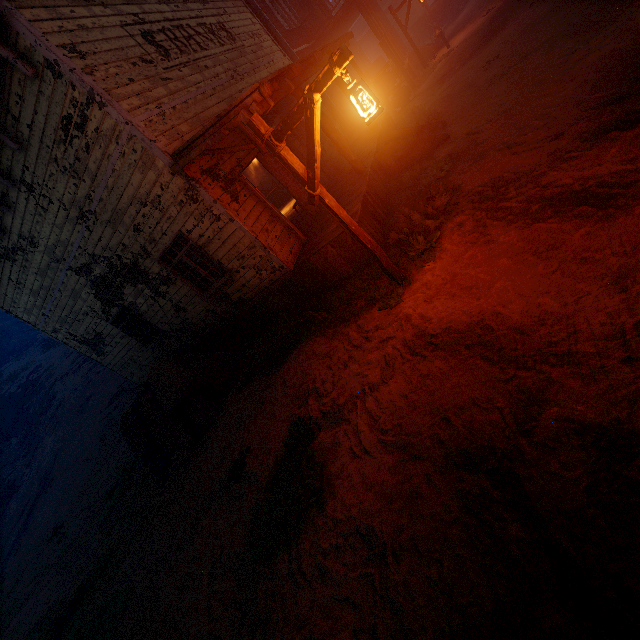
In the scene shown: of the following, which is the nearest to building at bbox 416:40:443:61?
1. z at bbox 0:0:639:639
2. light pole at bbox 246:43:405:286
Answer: z at bbox 0:0:639:639

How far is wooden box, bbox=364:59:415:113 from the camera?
14.4m

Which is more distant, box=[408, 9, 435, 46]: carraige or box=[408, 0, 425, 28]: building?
box=[408, 0, 425, 28]: building

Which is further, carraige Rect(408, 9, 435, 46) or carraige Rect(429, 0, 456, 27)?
carraige Rect(408, 9, 435, 46)

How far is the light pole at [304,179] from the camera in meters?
3.3

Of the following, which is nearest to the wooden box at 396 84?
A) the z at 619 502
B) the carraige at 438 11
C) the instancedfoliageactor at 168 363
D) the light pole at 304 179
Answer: the z at 619 502

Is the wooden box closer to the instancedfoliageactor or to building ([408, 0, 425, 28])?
building ([408, 0, 425, 28])

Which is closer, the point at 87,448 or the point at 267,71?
the point at 267,71
